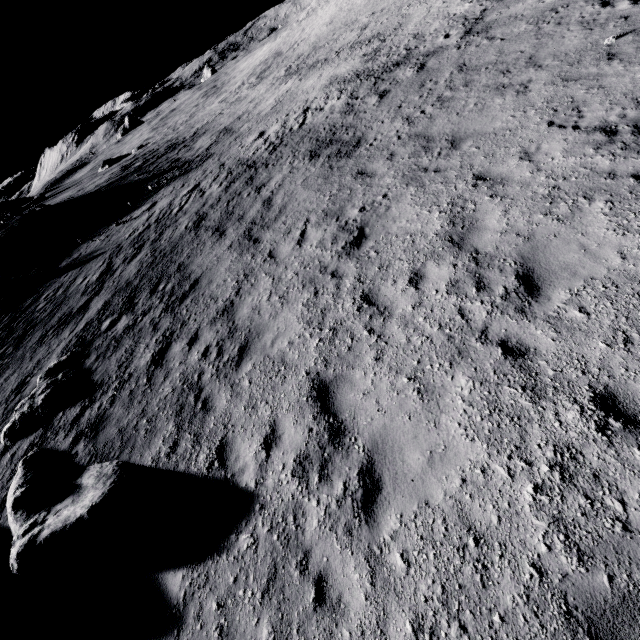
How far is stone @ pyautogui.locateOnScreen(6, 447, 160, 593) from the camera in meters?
5.4 m

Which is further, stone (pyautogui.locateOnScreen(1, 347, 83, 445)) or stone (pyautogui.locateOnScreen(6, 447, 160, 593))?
stone (pyautogui.locateOnScreen(1, 347, 83, 445))

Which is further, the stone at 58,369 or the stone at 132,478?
the stone at 58,369

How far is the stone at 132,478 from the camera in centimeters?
541cm

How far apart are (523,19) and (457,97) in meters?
5.3
